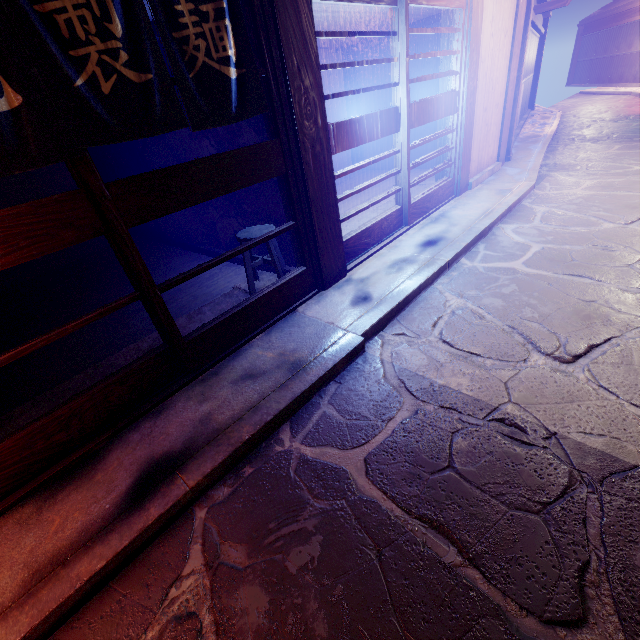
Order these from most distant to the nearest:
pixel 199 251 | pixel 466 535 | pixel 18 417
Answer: pixel 199 251 < pixel 18 417 < pixel 466 535

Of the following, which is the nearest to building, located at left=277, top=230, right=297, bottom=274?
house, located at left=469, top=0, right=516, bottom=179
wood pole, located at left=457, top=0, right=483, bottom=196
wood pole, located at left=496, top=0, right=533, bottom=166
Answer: wood pole, located at left=457, top=0, right=483, bottom=196

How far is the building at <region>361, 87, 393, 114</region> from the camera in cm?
1495

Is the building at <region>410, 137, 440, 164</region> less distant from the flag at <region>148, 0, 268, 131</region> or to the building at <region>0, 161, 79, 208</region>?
the building at <region>0, 161, 79, 208</region>

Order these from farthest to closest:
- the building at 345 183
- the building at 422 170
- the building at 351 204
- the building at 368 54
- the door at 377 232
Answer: the building at 345 183
the building at 422 170
the building at 368 54
the building at 351 204
the door at 377 232

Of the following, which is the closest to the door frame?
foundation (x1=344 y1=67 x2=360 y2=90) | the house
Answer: the house

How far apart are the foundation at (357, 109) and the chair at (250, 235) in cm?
1246
